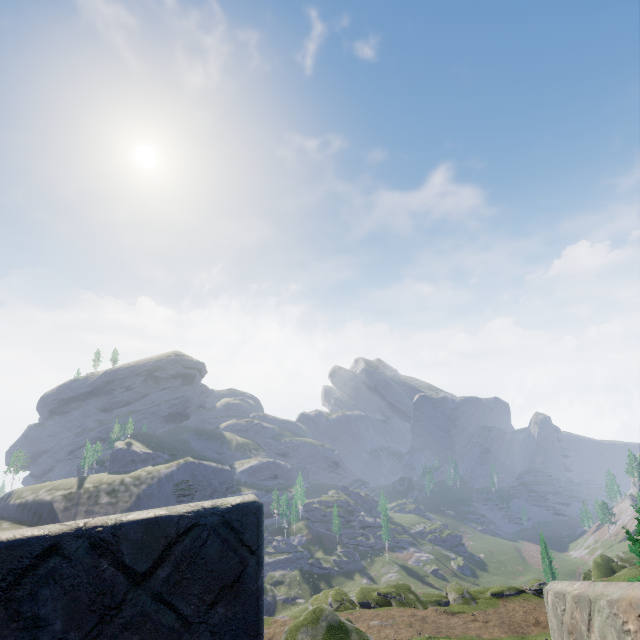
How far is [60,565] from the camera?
1.0m
